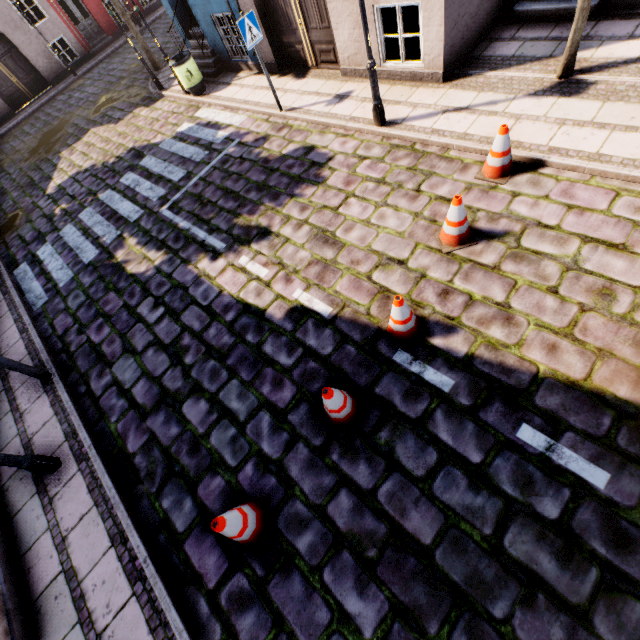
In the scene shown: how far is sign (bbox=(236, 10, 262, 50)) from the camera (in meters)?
6.58

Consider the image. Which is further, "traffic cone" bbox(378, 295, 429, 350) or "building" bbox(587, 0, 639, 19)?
"building" bbox(587, 0, 639, 19)

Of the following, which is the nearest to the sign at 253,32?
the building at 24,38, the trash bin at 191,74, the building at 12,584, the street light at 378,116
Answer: the building at 24,38

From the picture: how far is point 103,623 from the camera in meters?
3.6 m

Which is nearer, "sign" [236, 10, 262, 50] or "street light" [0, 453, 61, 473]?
"street light" [0, 453, 61, 473]

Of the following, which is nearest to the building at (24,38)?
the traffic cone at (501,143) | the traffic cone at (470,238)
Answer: the traffic cone at (501,143)

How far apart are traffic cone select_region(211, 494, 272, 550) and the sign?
8.5m

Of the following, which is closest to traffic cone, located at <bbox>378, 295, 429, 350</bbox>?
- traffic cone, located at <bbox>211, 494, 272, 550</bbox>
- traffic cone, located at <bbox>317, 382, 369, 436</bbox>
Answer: traffic cone, located at <bbox>317, 382, 369, 436</bbox>
